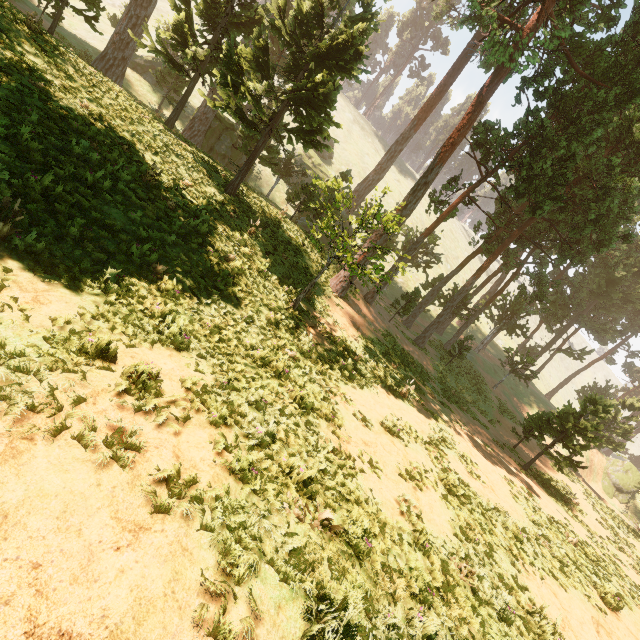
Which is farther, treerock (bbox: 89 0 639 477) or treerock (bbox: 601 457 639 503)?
treerock (bbox: 601 457 639 503)

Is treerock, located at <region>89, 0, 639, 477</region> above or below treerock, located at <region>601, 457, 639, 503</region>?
above

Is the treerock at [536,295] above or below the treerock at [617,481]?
above

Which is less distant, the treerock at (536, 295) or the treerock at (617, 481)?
the treerock at (536, 295)

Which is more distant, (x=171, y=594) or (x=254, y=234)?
(x=254, y=234)
